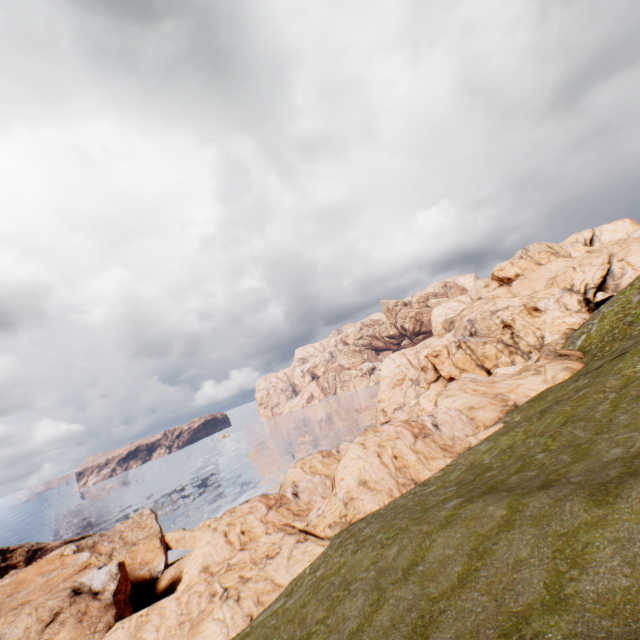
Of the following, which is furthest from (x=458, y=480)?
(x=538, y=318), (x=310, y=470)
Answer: (x=538, y=318)
